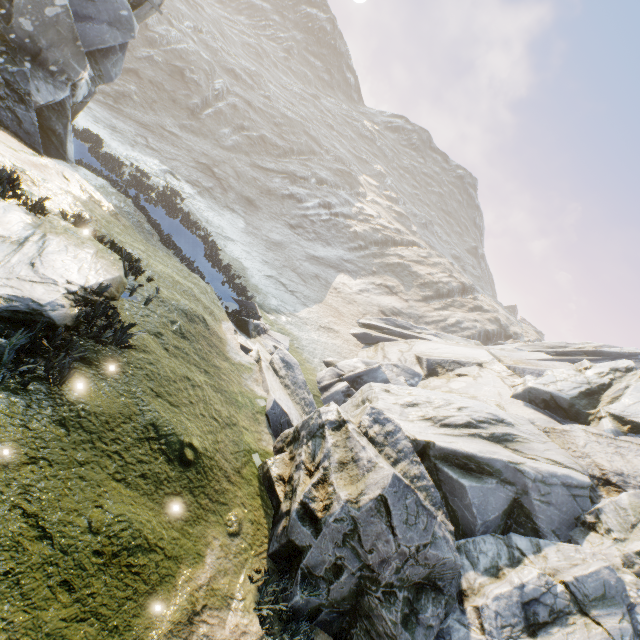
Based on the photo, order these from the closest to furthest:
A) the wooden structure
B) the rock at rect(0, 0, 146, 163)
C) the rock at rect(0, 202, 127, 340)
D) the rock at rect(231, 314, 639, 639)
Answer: the rock at rect(0, 202, 127, 340)
the rock at rect(231, 314, 639, 639)
the rock at rect(0, 0, 146, 163)
the wooden structure

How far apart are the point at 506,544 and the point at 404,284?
28.2m

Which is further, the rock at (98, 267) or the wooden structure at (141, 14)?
the wooden structure at (141, 14)

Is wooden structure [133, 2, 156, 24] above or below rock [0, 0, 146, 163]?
above

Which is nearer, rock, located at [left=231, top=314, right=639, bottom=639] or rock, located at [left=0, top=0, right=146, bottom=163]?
rock, located at [left=231, top=314, right=639, bottom=639]

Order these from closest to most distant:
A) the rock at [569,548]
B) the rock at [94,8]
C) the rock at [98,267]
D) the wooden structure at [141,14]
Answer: the rock at [98,267], the rock at [569,548], the rock at [94,8], the wooden structure at [141,14]

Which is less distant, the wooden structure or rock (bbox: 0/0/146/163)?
rock (bbox: 0/0/146/163)
